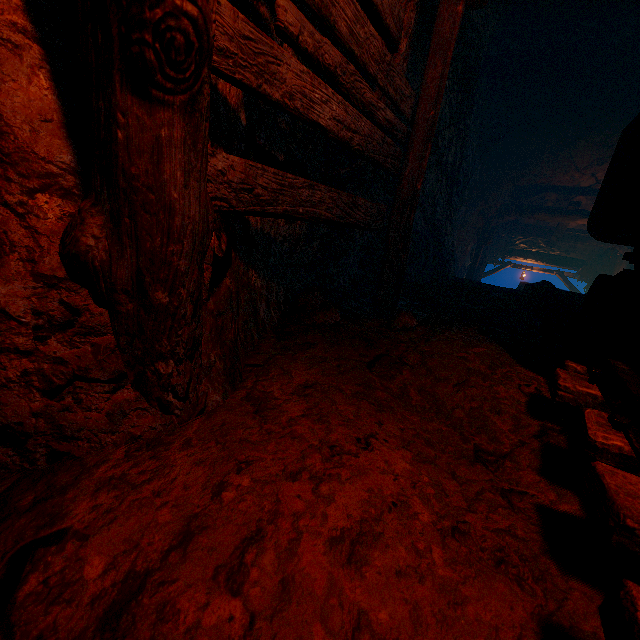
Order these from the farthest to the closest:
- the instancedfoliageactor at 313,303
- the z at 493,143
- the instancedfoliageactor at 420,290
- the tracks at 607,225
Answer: the z at 493,143
the instancedfoliageactor at 420,290
the instancedfoliageactor at 313,303
the tracks at 607,225

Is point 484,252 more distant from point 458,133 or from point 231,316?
point 231,316

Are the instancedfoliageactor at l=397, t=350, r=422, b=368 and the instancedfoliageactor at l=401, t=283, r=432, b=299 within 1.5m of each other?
no

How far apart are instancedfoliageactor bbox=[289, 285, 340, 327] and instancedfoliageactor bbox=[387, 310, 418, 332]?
0.4m

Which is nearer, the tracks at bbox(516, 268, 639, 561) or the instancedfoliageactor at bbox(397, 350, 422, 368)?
the tracks at bbox(516, 268, 639, 561)

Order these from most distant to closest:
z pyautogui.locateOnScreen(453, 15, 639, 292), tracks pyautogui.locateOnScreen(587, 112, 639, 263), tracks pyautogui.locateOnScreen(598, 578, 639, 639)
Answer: z pyautogui.locateOnScreen(453, 15, 639, 292), tracks pyautogui.locateOnScreen(587, 112, 639, 263), tracks pyautogui.locateOnScreen(598, 578, 639, 639)

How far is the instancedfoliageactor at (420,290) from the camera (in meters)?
4.50

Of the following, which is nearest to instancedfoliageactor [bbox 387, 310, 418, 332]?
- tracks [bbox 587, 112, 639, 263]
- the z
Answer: tracks [bbox 587, 112, 639, 263]
